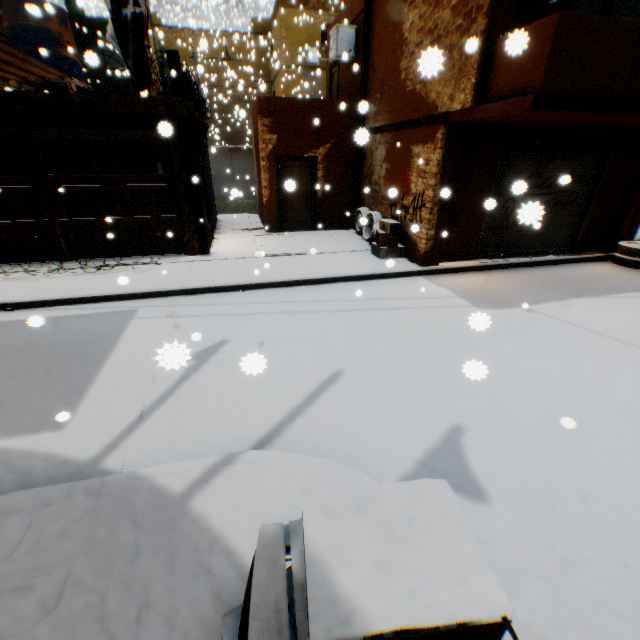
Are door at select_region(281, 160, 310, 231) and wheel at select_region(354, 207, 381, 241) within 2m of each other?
yes

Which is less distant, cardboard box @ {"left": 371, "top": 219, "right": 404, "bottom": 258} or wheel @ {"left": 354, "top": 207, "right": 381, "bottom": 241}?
cardboard box @ {"left": 371, "top": 219, "right": 404, "bottom": 258}

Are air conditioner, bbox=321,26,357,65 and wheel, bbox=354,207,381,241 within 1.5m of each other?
no

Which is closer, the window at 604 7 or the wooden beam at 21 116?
the window at 604 7

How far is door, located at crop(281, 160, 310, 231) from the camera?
10.9m

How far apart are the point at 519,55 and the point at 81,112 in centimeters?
878cm

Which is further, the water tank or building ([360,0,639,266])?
the water tank

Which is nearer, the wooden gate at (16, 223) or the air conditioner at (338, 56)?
the wooden gate at (16, 223)
